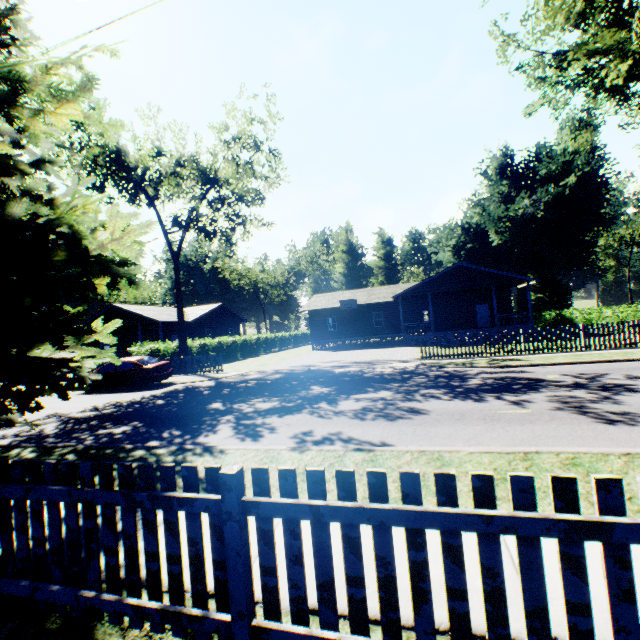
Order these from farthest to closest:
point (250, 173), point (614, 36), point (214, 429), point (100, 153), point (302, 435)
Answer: point (100, 153), point (250, 173), point (614, 36), point (214, 429), point (302, 435)

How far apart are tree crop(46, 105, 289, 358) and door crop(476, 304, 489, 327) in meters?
26.1 m

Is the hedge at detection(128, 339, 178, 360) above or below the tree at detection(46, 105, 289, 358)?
below

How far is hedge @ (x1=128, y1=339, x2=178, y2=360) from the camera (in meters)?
22.17

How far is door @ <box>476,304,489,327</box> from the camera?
30.91m

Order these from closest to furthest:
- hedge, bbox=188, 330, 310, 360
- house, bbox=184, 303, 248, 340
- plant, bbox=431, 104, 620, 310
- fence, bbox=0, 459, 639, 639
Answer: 1. fence, bbox=0, 459, 639, 639
2. hedge, bbox=188, 330, 310, 360
3. plant, bbox=431, 104, 620, 310
4. house, bbox=184, 303, 248, 340

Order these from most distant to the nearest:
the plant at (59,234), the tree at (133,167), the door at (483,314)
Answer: the door at (483,314) < the tree at (133,167) < the plant at (59,234)

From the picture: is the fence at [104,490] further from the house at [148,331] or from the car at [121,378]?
the house at [148,331]
